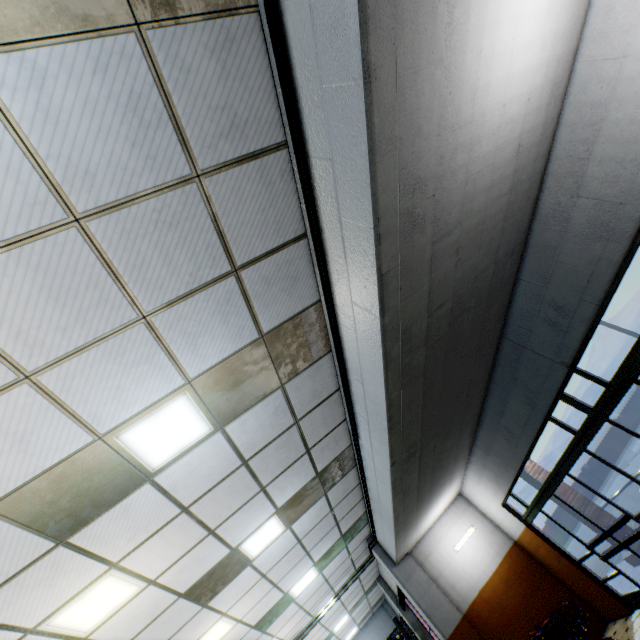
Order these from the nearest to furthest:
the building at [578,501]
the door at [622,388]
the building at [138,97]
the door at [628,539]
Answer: the building at [138,97], the door at [622,388], the door at [628,539], the building at [578,501]

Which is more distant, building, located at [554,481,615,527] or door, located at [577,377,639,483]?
building, located at [554,481,615,527]

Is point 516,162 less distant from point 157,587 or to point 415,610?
point 157,587

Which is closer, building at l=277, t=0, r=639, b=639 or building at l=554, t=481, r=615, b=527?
building at l=277, t=0, r=639, b=639

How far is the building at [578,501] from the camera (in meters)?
→ 8.94

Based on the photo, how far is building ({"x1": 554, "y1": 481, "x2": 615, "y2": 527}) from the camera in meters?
8.9 m

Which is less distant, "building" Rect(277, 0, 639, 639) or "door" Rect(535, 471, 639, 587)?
"building" Rect(277, 0, 639, 639)

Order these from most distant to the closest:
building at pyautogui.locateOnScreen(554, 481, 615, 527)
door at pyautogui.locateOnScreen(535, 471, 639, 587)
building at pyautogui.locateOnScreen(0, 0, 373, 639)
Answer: building at pyautogui.locateOnScreen(554, 481, 615, 527) < door at pyautogui.locateOnScreen(535, 471, 639, 587) < building at pyautogui.locateOnScreen(0, 0, 373, 639)
